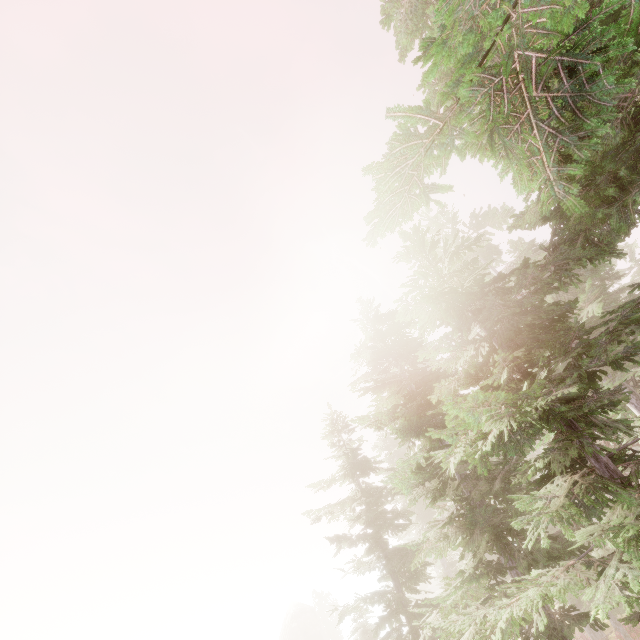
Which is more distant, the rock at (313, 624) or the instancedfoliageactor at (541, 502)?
the rock at (313, 624)

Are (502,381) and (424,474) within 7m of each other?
yes

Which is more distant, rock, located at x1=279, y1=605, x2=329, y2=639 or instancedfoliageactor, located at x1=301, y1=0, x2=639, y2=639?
rock, located at x1=279, y1=605, x2=329, y2=639
